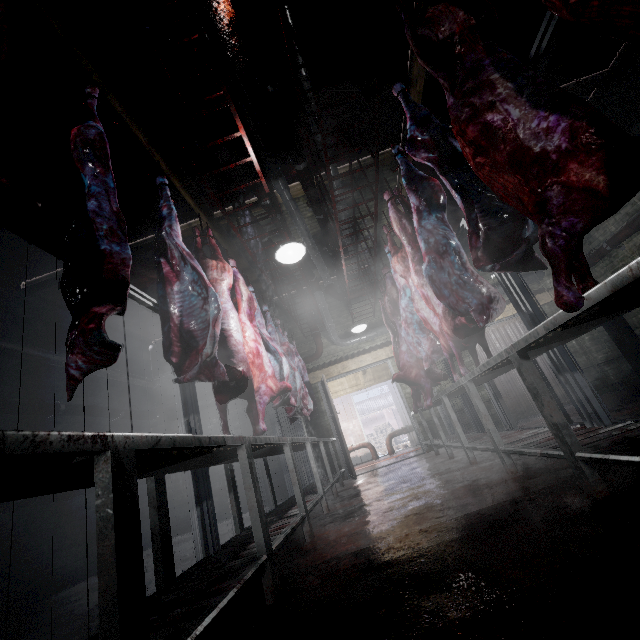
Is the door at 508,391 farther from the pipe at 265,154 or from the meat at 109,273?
the meat at 109,273

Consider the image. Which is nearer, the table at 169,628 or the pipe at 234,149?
the table at 169,628

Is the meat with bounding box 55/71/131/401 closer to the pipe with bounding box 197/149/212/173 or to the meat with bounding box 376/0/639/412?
the pipe with bounding box 197/149/212/173

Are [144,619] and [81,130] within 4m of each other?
yes

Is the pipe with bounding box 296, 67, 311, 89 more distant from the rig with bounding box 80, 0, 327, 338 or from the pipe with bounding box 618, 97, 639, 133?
the pipe with bounding box 618, 97, 639, 133

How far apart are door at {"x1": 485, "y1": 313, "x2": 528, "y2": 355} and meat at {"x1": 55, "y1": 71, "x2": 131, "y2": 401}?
6.5m

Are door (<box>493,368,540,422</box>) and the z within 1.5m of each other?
no

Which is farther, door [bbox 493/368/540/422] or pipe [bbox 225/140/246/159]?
door [bbox 493/368/540/422]
